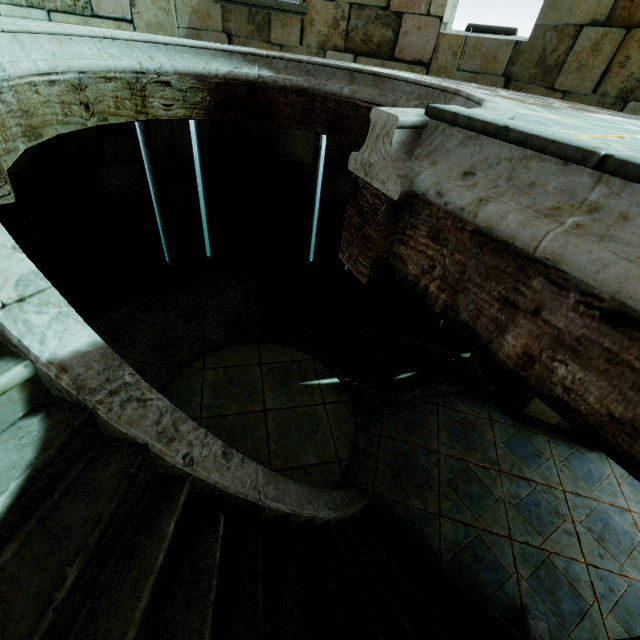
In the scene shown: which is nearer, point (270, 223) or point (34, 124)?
point (34, 124)
